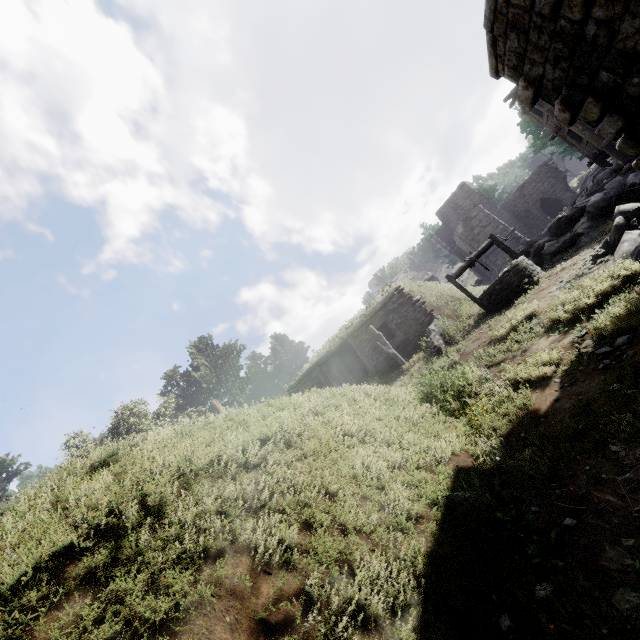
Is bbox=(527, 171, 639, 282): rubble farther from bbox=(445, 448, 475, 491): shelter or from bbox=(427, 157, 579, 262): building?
bbox=(427, 157, 579, 262): building

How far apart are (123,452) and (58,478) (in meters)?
0.64

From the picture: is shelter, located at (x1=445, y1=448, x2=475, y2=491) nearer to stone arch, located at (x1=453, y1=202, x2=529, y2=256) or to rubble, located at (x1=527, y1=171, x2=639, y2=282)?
rubble, located at (x1=527, y1=171, x2=639, y2=282)

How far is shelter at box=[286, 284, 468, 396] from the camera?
13.5 meters

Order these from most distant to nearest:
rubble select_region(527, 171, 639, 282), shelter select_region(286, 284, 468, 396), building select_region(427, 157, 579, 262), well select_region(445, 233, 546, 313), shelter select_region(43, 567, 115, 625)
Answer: building select_region(427, 157, 579, 262), shelter select_region(286, 284, 468, 396), well select_region(445, 233, 546, 313), rubble select_region(527, 171, 639, 282), shelter select_region(43, 567, 115, 625)

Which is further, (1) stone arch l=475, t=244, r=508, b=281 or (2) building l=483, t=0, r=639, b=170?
(1) stone arch l=475, t=244, r=508, b=281

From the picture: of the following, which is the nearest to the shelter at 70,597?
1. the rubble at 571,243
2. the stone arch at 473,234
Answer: the rubble at 571,243

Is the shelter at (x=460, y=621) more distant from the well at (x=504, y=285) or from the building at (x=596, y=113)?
the well at (x=504, y=285)
